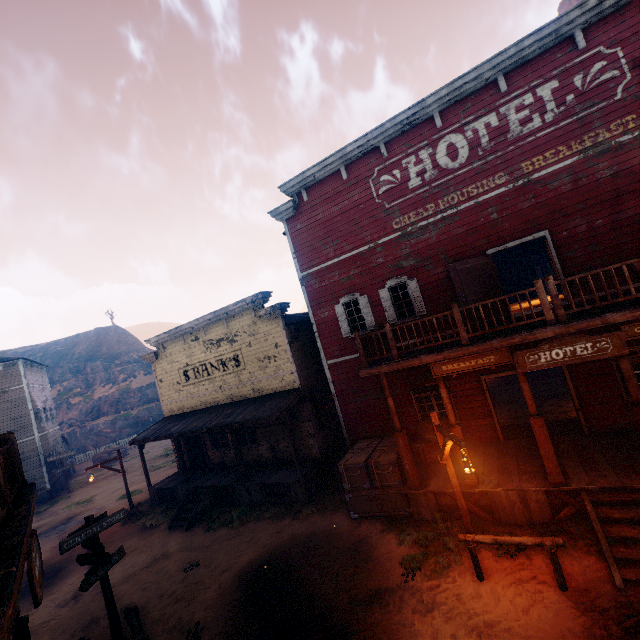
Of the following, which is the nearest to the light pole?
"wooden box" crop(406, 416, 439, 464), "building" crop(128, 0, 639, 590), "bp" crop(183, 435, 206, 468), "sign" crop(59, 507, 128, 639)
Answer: "building" crop(128, 0, 639, 590)

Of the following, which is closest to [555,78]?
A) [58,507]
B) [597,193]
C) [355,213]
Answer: [597,193]

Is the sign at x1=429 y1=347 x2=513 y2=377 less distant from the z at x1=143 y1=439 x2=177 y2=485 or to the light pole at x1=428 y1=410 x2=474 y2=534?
the light pole at x1=428 y1=410 x2=474 y2=534

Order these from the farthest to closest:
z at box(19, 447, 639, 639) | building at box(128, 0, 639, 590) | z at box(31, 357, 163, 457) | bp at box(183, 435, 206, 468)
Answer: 1. z at box(31, 357, 163, 457)
2. bp at box(183, 435, 206, 468)
3. building at box(128, 0, 639, 590)
4. z at box(19, 447, 639, 639)

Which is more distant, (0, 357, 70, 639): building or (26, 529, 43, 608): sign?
(26, 529, 43, 608): sign

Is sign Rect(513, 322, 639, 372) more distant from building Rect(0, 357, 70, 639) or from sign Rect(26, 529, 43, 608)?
sign Rect(26, 529, 43, 608)

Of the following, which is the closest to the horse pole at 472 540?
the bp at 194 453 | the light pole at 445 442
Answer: the light pole at 445 442

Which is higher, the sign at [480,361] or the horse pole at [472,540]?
the sign at [480,361]
